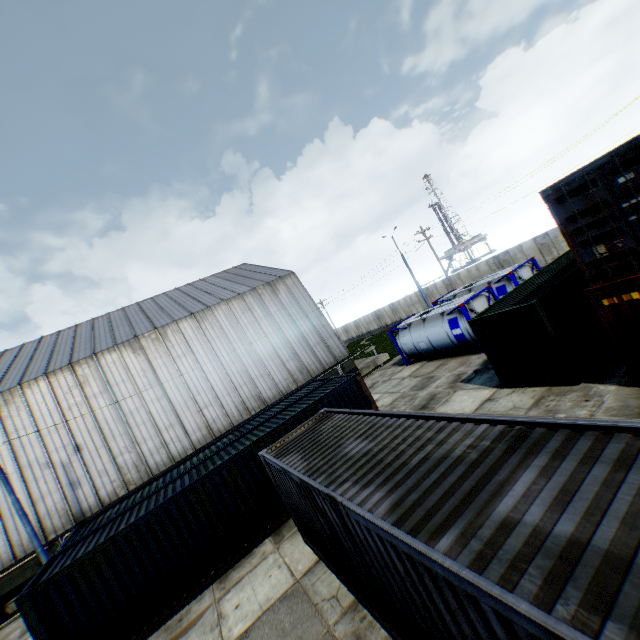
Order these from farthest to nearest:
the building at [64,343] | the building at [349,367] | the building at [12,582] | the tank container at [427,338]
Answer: the building at [349,367] < the building at [64,343] < the tank container at [427,338] < the building at [12,582]

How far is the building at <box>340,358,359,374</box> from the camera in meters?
28.1

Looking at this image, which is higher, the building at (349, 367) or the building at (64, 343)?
the building at (64, 343)

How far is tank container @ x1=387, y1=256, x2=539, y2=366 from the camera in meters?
18.0 m

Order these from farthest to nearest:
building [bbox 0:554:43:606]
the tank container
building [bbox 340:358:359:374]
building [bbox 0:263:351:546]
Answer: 1. building [bbox 340:358:359:374]
2. building [bbox 0:263:351:546]
3. the tank container
4. building [bbox 0:554:43:606]

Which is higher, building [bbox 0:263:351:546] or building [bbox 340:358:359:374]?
building [bbox 0:263:351:546]

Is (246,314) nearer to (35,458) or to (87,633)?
(35,458)
